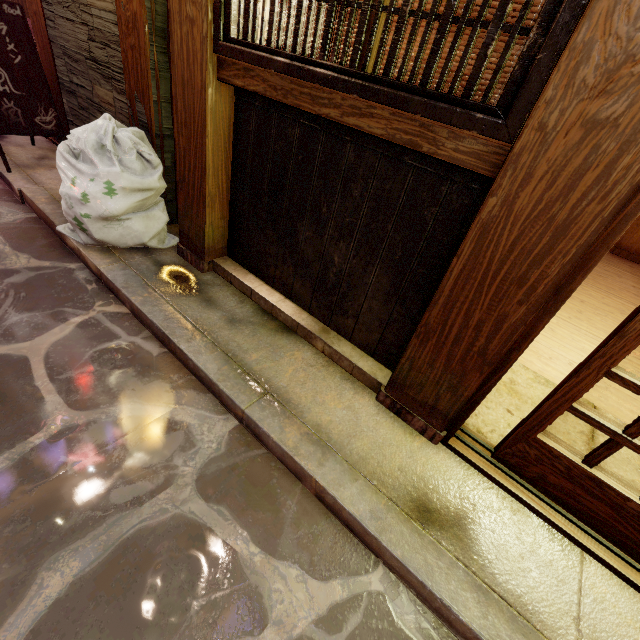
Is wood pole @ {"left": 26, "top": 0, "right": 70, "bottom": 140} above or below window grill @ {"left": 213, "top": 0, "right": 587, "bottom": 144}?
below

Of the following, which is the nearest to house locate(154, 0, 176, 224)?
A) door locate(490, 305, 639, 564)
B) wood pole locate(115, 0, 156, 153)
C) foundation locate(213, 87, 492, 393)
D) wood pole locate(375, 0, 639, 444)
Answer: wood pole locate(115, 0, 156, 153)

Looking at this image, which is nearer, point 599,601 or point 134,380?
point 599,601

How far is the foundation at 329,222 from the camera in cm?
314

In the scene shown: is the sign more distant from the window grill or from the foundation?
the window grill

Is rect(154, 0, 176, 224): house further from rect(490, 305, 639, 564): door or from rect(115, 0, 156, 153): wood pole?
rect(490, 305, 639, 564): door

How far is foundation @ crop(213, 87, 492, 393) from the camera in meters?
3.1 m

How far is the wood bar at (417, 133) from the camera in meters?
2.5 m
